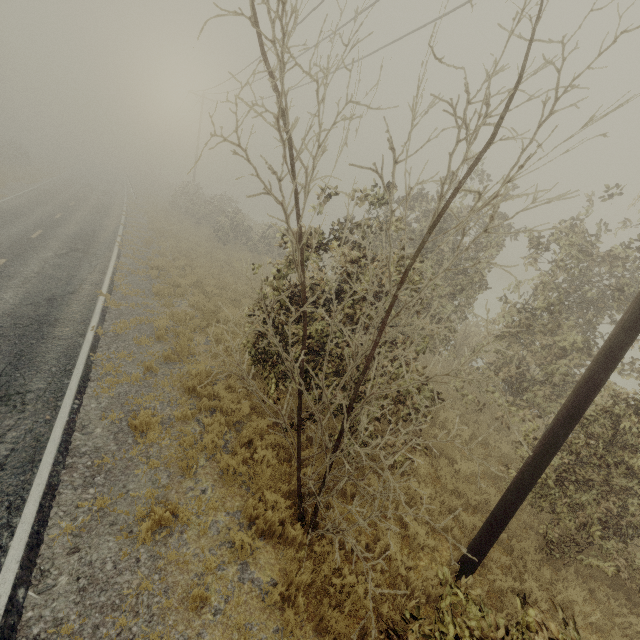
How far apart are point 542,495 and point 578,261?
5.2 meters

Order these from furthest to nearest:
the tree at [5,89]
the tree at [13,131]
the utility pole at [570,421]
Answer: the tree at [5,89] < the tree at [13,131] < the utility pole at [570,421]

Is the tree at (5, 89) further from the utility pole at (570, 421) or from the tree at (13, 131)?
A: the utility pole at (570, 421)

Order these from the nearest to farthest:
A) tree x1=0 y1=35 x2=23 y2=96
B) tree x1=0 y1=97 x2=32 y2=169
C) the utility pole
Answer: the utility pole → tree x1=0 y1=97 x2=32 y2=169 → tree x1=0 y1=35 x2=23 y2=96

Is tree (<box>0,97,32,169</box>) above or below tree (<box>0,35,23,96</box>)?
below

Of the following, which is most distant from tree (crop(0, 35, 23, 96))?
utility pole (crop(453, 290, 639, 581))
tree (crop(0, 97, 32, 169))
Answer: utility pole (crop(453, 290, 639, 581))
